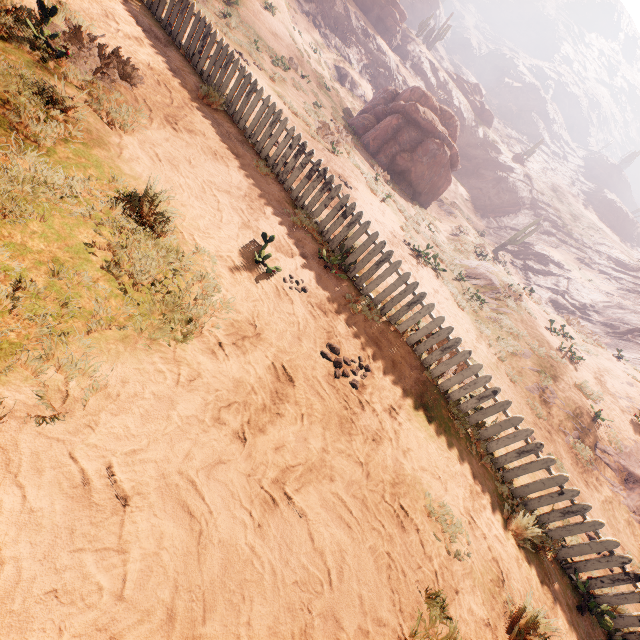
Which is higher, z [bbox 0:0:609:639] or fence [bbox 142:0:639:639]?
fence [bbox 142:0:639:639]

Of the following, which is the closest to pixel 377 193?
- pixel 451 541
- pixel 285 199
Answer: pixel 285 199

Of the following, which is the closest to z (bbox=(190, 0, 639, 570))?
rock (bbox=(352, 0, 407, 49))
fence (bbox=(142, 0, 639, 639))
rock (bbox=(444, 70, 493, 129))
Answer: fence (bbox=(142, 0, 639, 639))

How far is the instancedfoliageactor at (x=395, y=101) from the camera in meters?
20.3 m

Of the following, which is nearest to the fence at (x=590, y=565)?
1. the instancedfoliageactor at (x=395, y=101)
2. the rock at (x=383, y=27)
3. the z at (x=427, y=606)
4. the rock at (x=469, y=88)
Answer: the z at (x=427, y=606)

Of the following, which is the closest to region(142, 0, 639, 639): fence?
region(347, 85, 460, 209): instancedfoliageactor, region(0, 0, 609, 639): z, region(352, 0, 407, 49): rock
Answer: region(0, 0, 609, 639): z

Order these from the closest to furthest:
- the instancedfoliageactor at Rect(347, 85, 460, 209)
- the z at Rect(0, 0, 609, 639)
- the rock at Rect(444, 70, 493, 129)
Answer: the z at Rect(0, 0, 609, 639)
the instancedfoliageactor at Rect(347, 85, 460, 209)
the rock at Rect(444, 70, 493, 129)

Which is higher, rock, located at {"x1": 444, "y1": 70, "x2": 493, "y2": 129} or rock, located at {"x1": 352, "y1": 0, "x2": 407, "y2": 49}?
rock, located at {"x1": 444, "y1": 70, "x2": 493, "y2": 129}
